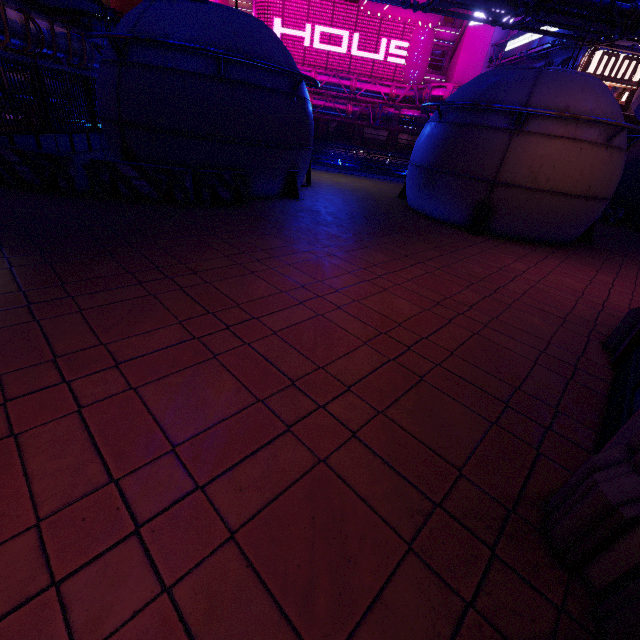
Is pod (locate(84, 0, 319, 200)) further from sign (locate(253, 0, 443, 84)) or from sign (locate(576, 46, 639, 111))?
sign (locate(253, 0, 443, 84))

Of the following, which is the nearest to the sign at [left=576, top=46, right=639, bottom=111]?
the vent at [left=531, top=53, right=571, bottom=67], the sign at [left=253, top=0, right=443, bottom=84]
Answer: the vent at [left=531, top=53, right=571, bottom=67]

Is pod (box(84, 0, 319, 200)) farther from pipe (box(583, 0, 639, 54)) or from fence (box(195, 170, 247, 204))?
pipe (box(583, 0, 639, 54))

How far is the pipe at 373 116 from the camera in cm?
3462

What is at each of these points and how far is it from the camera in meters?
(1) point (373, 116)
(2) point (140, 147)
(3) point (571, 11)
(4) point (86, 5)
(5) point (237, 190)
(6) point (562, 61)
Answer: (1) pipe, 39.5
(2) pod, 9.8
(3) pipe, 15.4
(4) awning, 16.8
(5) fence, 10.1
(6) vent, 26.5

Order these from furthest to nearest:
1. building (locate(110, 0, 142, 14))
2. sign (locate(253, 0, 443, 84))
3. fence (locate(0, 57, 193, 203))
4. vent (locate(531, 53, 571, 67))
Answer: building (locate(110, 0, 142, 14)), sign (locate(253, 0, 443, 84)), vent (locate(531, 53, 571, 67)), fence (locate(0, 57, 193, 203))

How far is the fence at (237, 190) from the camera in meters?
9.3 m

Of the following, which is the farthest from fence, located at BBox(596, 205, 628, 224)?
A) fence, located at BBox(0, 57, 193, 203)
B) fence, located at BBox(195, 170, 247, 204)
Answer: fence, located at BBox(0, 57, 193, 203)
